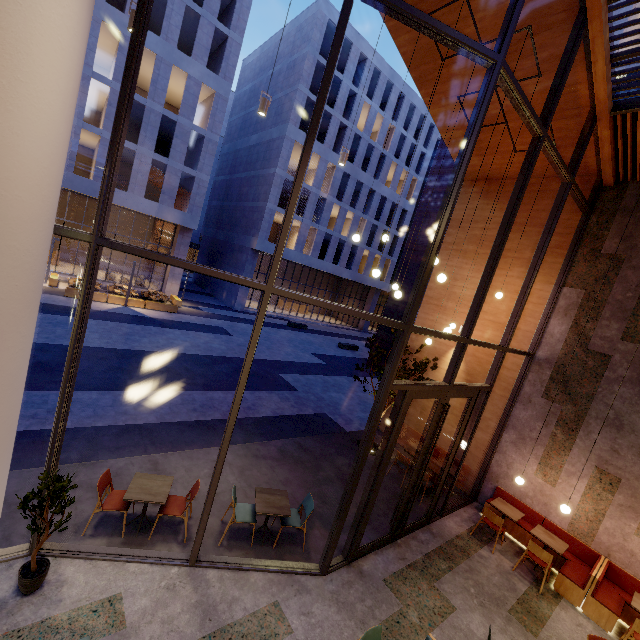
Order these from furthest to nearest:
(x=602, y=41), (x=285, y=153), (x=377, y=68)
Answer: (x=377, y=68) < (x=285, y=153) < (x=602, y=41)

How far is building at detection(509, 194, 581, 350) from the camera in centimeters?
869cm

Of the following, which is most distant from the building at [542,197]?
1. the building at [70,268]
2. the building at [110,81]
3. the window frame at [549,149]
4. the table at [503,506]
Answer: the building at [70,268]

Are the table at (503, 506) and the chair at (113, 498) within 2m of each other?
no

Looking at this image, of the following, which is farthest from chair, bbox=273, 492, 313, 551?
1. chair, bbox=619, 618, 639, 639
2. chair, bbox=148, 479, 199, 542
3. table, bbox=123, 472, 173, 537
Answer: chair, bbox=619, 618, 639, 639

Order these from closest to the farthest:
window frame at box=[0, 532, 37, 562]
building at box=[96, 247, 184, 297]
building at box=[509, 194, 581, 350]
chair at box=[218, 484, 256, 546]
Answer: window frame at box=[0, 532, 37, 562]
chair at box=[218, 484, 256, 546]
building at box=[509, 194, 581, 350]
building at box=[96, 247, 184, 297]

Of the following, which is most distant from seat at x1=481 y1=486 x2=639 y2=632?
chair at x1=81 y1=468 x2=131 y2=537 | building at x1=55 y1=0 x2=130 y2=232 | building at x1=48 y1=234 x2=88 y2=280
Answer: building at x1=48 y1=234 x2=88 y2=280

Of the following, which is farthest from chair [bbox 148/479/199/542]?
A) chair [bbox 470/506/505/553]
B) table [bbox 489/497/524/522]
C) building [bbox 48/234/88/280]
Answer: building [bbox 48/234/88/280]
